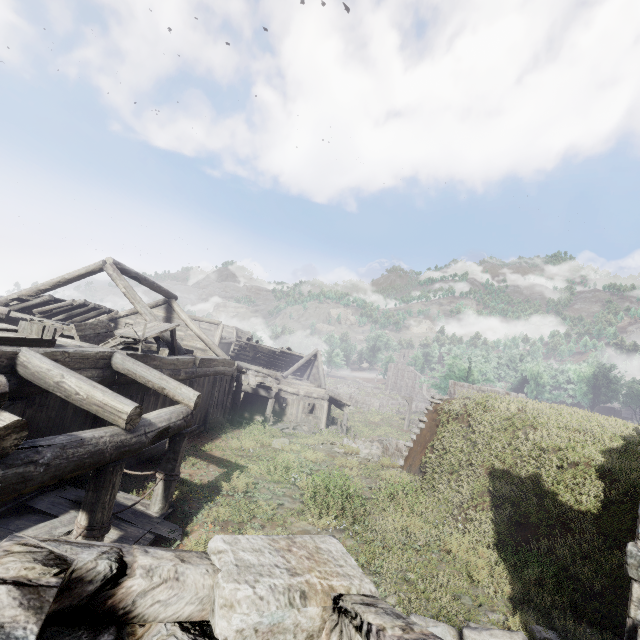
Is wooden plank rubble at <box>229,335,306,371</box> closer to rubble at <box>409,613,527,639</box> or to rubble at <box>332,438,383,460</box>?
rubble at <box>332,438,383,460</box>

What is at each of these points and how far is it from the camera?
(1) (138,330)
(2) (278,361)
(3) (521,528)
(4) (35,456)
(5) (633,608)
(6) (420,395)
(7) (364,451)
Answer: (1) broken furniture, 10.8 meters
(2) wooden plank rubble, 32.2 meters
(3) shelter, 7.3 meters
(4) building, 3.8 meters
(5) building, 2.9 meters
(6) building, 57.9 meters
(7) rubble, 14.0 meters

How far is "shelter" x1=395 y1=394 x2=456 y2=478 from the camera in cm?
1153

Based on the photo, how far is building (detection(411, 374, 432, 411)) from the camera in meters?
52.7

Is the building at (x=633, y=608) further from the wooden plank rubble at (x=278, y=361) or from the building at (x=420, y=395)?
the building at (x=420, y=395)

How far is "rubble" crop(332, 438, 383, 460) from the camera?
13.6m

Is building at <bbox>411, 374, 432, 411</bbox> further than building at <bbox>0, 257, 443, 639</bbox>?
Yes

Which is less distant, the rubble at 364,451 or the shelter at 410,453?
the shelter at 410,453
